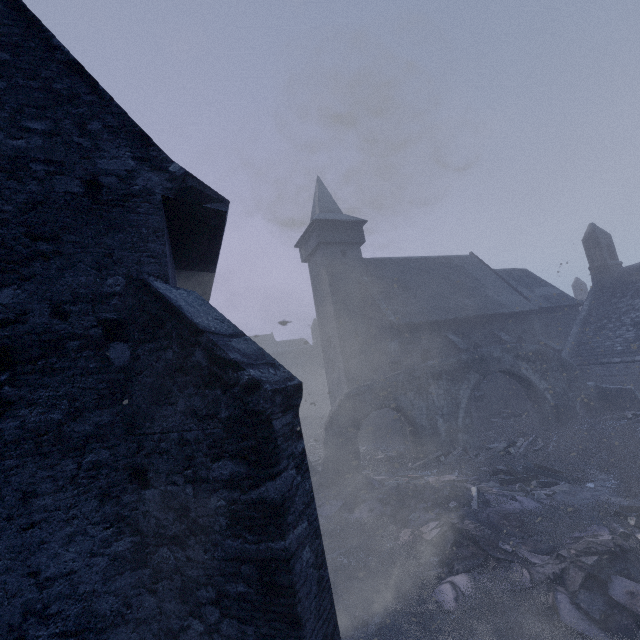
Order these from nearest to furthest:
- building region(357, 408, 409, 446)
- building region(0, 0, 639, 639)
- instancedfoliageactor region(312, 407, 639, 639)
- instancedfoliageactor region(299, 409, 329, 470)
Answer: building region(0, 0, 639, 639) → instancedfoliageactor region(312, 407, 639, 639) → building region(357, 408, 409, 446) → instancedfoliageactor region(299, 409, 329, 470)

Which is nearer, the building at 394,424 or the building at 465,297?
the building at 465,297

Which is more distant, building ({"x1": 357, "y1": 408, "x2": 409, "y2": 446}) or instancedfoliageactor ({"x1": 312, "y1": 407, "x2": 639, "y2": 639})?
building ({"x1": 357, "y1": 408, "x2": 409, "y2": 446})

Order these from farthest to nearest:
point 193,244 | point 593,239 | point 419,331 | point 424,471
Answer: point 593,239 < point 419,331 < point 424,471 < point 193,244

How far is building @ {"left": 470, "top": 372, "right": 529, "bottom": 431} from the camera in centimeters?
1930cm

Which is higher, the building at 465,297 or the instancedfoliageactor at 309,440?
the building at 465,297

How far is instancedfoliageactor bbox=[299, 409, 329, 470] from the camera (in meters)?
19.14
